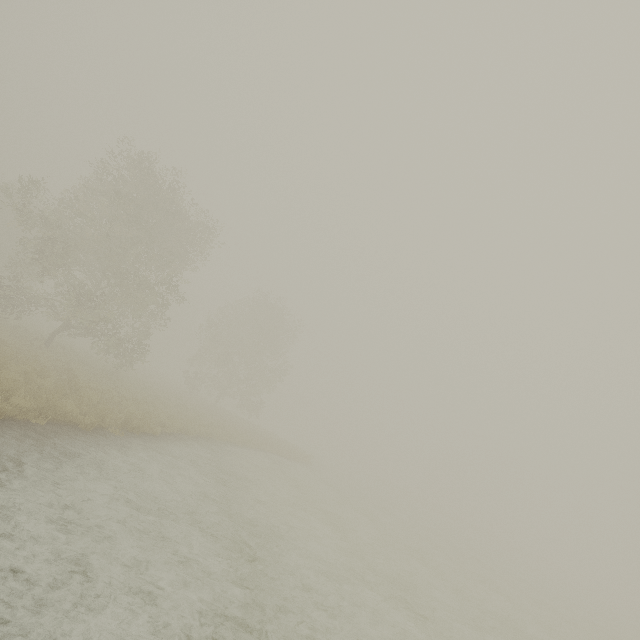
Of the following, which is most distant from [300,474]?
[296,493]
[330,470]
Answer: [330,470]
